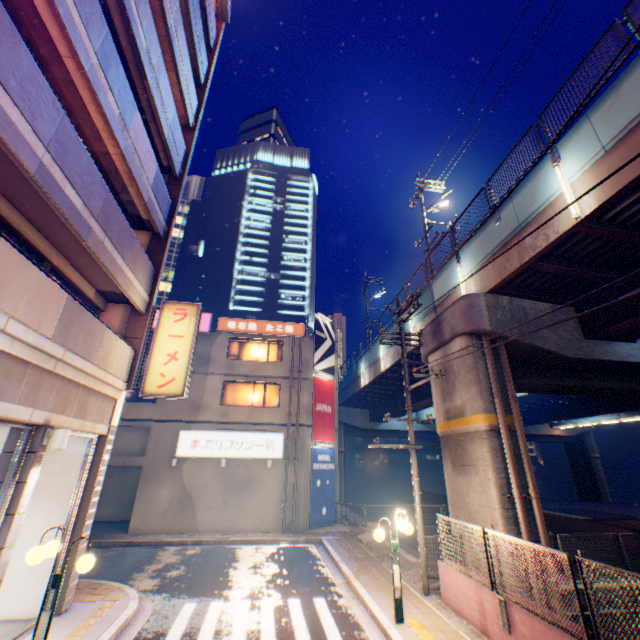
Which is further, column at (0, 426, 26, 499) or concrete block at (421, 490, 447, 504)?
concrete block at (421, 490, 447, 504)

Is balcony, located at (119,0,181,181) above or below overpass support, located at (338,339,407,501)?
above

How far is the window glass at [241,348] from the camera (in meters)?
22.12

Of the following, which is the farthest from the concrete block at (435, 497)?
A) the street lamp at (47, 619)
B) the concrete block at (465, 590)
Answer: the street lamp at (47, 619)

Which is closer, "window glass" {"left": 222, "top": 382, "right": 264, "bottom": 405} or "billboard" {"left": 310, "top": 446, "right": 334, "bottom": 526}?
"billboard" {"left": 310, "top": 446, "right": 334, "bottom": 526}

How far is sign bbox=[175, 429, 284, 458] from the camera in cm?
1869

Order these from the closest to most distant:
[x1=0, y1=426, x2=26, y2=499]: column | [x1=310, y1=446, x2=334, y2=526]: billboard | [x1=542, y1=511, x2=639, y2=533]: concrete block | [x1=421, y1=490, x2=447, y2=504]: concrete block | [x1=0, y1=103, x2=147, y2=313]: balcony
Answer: [x1=0, y1=103, x2=147, y2=313]: balcony < [x1=0, y1=426, x2=26, y2=499]: column < [x1=542, y1=511, x2=639, y2=533]: concrete block < [x1=310, y1=446, x2=334, y2=526]: billboard < [x1=421, y1=490, x2=447, y2=504]: concrete block

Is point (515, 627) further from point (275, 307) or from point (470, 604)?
point (275, 307)
